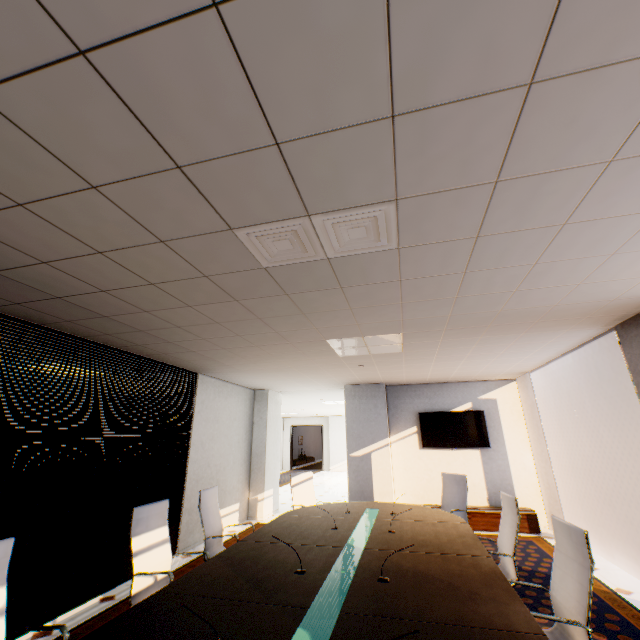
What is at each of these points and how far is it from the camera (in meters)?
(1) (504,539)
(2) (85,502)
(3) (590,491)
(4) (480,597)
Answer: (1) chair, 3.37
(2) blinds, 3.88
(3) window, 5.67
(4) table, 2.17

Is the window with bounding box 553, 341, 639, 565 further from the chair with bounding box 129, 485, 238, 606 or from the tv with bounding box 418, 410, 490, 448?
the chair with bounding box 129, 485, 238, 606

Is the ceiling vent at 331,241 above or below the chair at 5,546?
above

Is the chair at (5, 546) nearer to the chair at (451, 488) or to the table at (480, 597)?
the table at (480, 597)

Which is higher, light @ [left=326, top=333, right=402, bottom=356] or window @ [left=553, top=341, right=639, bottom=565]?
light @ [left=326, top=333, right=402, bottom=356]

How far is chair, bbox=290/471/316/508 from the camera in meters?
5.7 m

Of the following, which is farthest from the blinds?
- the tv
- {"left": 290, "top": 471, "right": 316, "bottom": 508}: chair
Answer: the tv

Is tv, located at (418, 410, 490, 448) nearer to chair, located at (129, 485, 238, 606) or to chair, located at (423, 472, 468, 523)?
chair, located at (423, 472, 468, 523)
